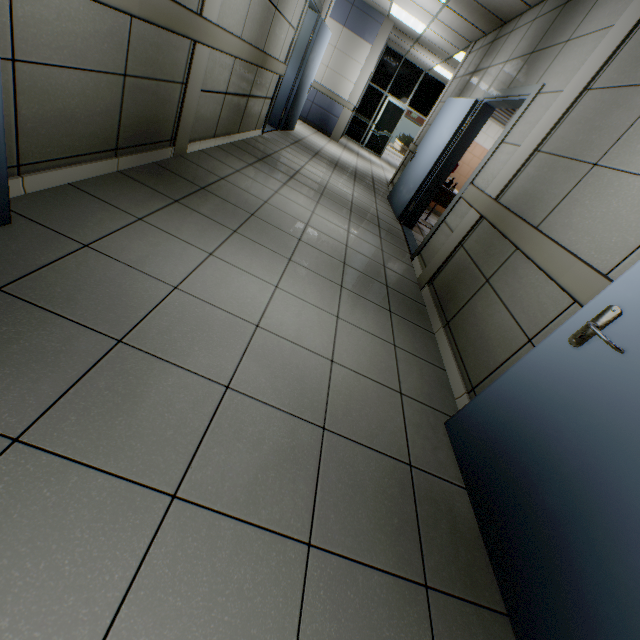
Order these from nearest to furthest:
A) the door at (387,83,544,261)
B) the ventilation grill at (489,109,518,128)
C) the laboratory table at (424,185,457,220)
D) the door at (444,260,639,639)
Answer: the door at (444,260,639,639)
the door at (387,83,544,261)
the laboratory table at (424,185,457,220)
the ventilation grill at (489,109,518,128)

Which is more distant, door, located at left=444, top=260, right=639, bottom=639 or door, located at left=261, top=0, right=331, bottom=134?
door, located at left=261, top=0, right=331, bottom=134

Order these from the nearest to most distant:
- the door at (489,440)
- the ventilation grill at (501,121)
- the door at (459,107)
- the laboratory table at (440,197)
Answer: the door at (489,440)
the door at (459,107)
the laboratory table at (440,197)
the ventilation grill at (501,121)

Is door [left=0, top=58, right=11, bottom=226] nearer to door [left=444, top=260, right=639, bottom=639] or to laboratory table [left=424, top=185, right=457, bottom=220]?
door [left=444, top=260, right=639, bottom=639]

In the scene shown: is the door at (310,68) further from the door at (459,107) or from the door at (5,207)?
the door at (5,207)

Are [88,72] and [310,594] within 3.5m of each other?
yes

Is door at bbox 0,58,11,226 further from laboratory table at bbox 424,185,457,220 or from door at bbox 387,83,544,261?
laboratory table at bbox 424,185,457,220

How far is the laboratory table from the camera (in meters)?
5.60
